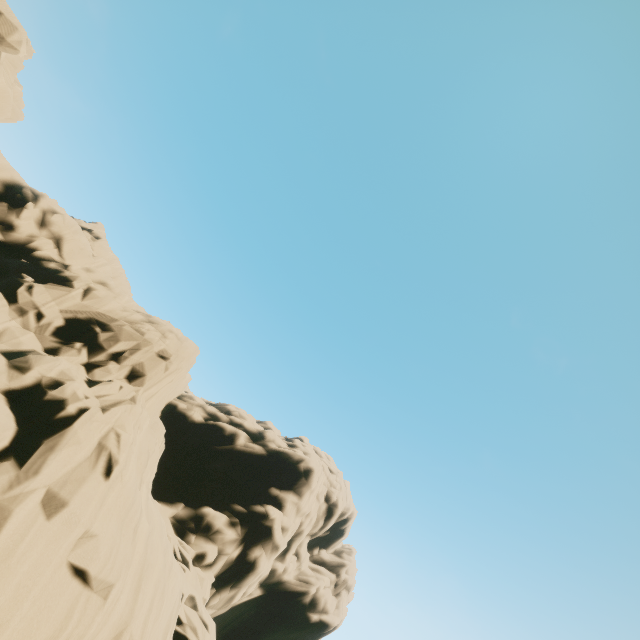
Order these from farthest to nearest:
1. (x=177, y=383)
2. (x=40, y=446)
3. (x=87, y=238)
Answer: (x=87, y=238), (x=177, y=383), (x=40, y=446)

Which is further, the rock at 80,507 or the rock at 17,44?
the rock at 17,44

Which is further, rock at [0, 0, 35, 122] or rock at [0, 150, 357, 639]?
rock at [0, 0, 35, 122]
